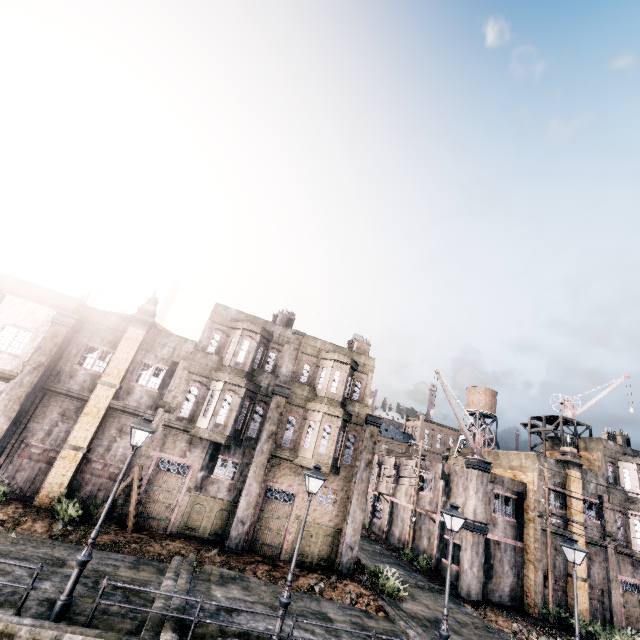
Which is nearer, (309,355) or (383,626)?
(383,626)

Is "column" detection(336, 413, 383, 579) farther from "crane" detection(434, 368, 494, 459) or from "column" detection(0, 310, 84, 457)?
"column" detection(0, 310, 84, 457)

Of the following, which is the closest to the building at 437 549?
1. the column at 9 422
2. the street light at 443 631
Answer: the street light at 443 631

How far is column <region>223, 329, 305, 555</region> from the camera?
18.14m

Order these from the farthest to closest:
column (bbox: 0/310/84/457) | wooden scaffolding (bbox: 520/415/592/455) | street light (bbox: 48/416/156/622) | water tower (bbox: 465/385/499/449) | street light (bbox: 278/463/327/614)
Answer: water tower (bbox: 465/385/499/449) → wooden scaffolding (bbox: 520/415/592/455) → column (bbox: 0/310/84/457) → street light (bbox: 278/463/327/614) → street light (bbox: 48/416/156/622)

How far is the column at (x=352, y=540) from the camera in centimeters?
1939cm

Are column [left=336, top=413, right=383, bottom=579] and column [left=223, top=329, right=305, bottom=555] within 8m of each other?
yes

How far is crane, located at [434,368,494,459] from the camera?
26.25m
